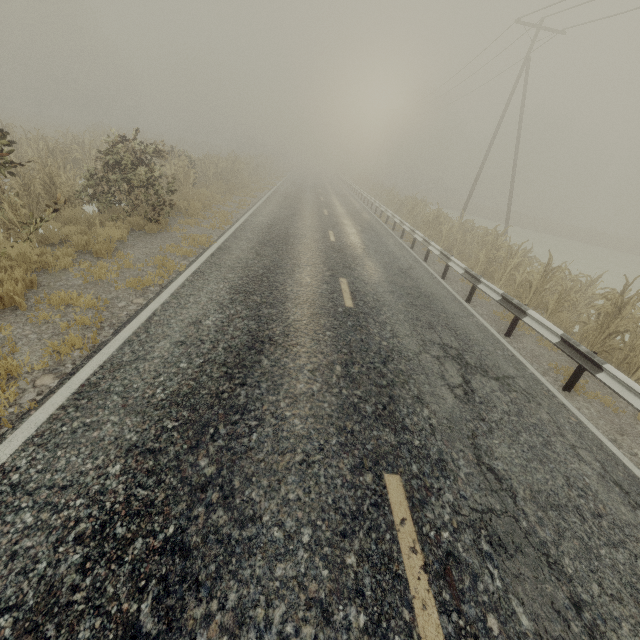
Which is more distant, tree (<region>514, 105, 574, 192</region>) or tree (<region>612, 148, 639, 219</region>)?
tree (<region>612, 148, 639, 219</region>)

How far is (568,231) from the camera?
42.1m

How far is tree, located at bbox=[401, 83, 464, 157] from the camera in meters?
55.8 m

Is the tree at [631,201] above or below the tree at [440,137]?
below

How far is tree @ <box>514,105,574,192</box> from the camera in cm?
5097

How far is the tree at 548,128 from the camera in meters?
51.0

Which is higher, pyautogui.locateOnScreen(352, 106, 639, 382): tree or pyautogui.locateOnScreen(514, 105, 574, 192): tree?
pyautogui.locateOnScreen(514, 105, 574, 192): tree

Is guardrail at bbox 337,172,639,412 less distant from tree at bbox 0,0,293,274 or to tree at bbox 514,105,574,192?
tree at bbox 0,0,293,274
